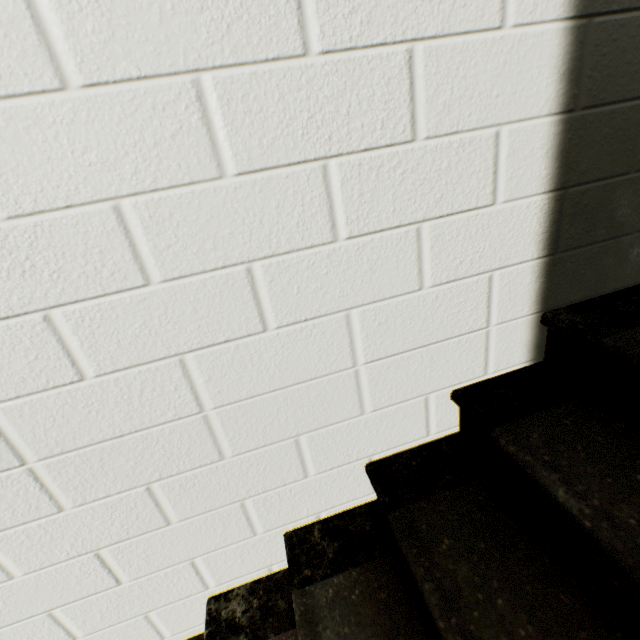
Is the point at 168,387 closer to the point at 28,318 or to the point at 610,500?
the point at 28,318
